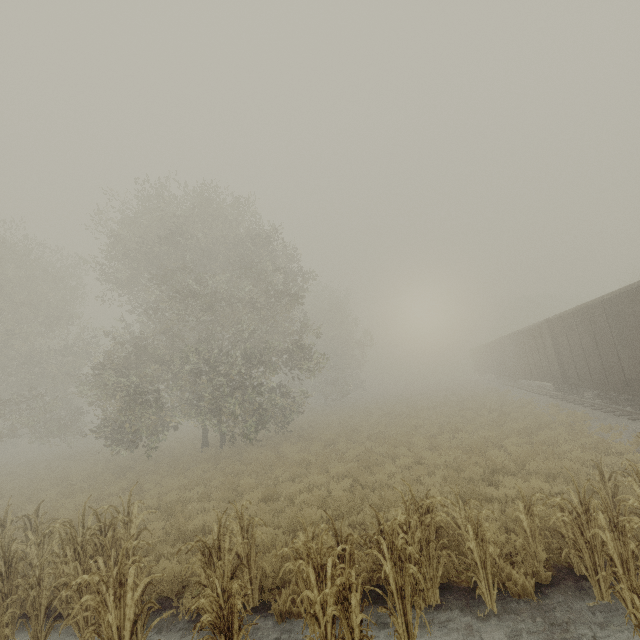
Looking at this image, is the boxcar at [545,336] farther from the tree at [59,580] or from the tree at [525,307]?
the tree at [59,580]

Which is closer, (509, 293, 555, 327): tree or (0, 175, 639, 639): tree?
(0, 175, 639, 639): tree

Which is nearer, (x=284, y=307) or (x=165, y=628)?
(x=165, y=628)

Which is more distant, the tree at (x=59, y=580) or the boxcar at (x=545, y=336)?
the boxcar at (x=545, y=336)

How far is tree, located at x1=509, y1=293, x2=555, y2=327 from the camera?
56.1m

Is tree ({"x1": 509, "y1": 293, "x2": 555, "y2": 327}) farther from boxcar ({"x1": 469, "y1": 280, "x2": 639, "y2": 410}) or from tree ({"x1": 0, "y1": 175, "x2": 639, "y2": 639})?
tree ({"x1": 0, "y1": 175, "x2": 639, "y2": 639})
